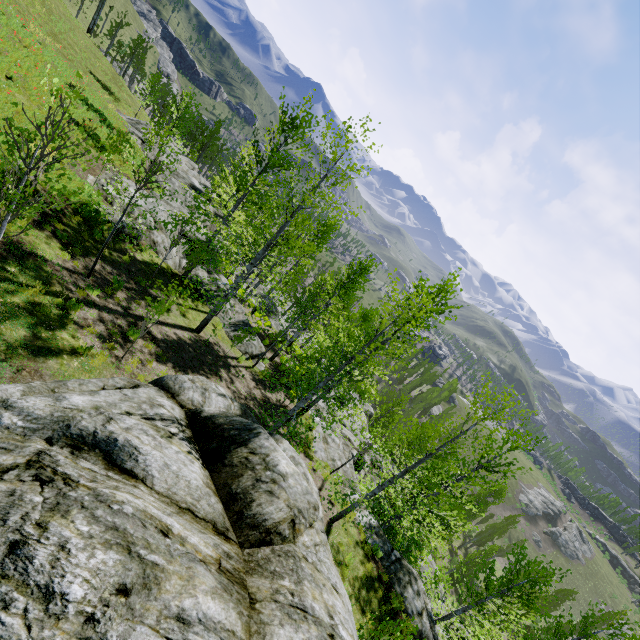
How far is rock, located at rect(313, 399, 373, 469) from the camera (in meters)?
16.62

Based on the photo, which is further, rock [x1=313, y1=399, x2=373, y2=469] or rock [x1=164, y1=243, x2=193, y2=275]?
rock [x1=164, y1=243, x2=193, y2=275]

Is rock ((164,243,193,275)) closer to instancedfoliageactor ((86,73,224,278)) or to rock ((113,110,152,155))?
rock ((113,110,152,155))

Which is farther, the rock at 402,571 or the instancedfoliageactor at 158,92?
the rock at 402,571

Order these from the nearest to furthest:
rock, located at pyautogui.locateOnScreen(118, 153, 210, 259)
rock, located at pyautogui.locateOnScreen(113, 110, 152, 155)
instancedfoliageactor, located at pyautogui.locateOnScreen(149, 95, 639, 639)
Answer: instancedfoliageactor, located at pyautogui.locateOnScreen(149, 95, 639, 639) → rock, located at pyautogui.locateOnScreen(118, 153, 210, 259) → rock, located at pyautogui.locateOnScreen(113, 110, 152, 155)

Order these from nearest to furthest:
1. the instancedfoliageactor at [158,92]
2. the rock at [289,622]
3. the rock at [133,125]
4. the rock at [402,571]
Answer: the rock at [289,622]
the instancedfoliageactor at [158,92]
the rock at [402,571]
the rock at [133,125]

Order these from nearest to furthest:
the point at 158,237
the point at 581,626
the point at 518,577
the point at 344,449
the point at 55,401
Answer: the point at 55,401
the point at 518,577
the point at 581,626
the point at 158,237
the point at 344,449

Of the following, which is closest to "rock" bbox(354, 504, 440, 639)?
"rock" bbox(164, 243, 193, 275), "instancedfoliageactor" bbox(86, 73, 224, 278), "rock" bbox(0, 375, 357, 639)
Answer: "instancedfoliageactor" bbox(86, 73, 224, 278)
